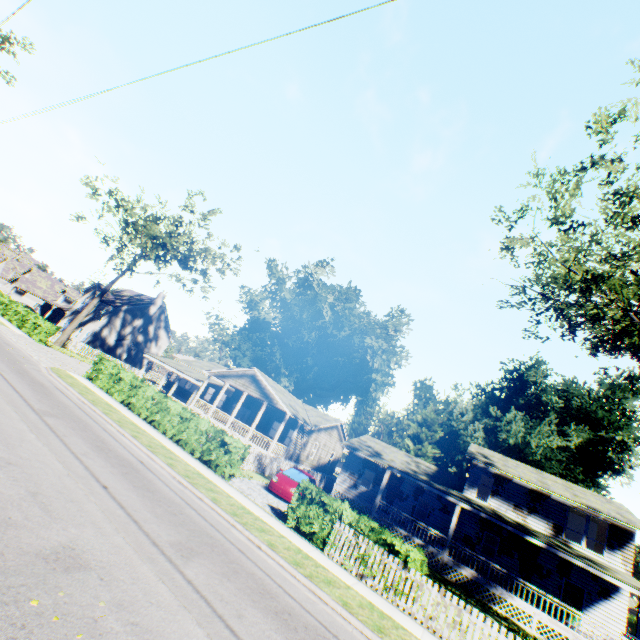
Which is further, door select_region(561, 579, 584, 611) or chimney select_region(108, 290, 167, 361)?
chimney select_region(108, 290, 167, 361)

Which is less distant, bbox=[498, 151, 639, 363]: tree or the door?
bbox=[498, 151, 639, 363]: tree

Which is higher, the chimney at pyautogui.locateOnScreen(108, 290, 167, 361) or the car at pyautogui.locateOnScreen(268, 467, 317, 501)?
the chimney at pyautogui.locateOnScreen(108, 290, 167, 361)

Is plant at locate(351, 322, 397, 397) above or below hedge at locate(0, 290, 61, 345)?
above

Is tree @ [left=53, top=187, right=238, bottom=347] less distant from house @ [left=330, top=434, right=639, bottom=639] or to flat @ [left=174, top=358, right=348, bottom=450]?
flat @ [left=174, top=358, right=348, bottom=450]

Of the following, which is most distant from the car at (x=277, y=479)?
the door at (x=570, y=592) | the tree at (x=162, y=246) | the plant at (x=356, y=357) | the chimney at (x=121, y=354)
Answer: the chimney at (x=121, y=354)

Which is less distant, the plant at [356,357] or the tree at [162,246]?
the tree at [162,246]

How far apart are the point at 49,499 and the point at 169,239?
32.04m
